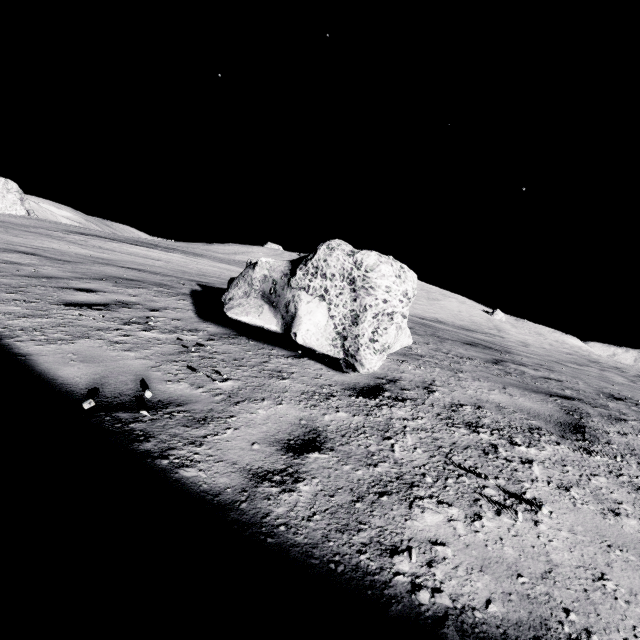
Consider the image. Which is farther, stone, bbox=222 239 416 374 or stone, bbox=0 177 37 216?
stone, bbox=0 177 37 216

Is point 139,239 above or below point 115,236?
above

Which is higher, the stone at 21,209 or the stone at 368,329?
the stone at 21,209

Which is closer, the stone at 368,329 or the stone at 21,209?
the stone at 368,329

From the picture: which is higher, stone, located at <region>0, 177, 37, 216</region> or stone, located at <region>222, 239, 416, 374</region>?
stone, located at <region>0, 177, 37, 216</region>

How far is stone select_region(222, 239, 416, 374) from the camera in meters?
3.1
